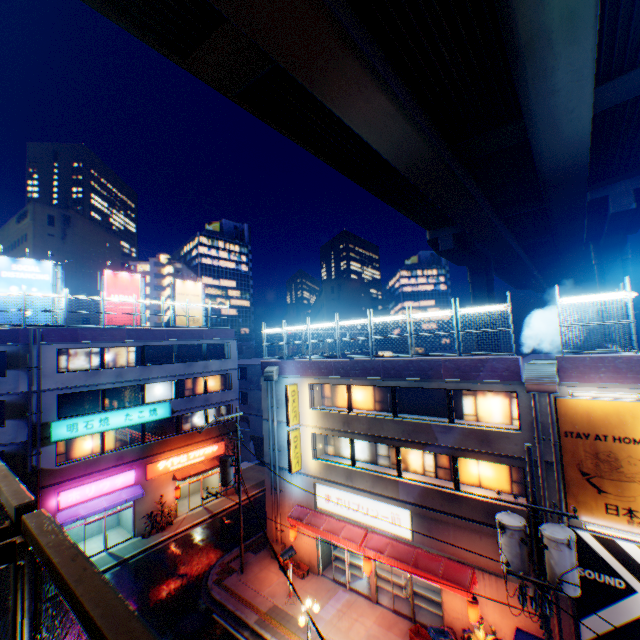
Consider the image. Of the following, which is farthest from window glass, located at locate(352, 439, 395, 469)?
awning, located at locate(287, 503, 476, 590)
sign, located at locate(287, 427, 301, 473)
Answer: awning, located at locate(287, 503, 476, 590)

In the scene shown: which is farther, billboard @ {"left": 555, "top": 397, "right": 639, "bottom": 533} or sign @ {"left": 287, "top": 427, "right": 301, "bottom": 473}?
sign @ {"left": 287, "top": 427, "right": 301, "bottom": 473}

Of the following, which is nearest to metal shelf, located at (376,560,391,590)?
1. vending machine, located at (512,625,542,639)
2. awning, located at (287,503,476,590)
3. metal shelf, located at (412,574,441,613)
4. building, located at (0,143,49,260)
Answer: metal shelf, located at (412,574,441,613)

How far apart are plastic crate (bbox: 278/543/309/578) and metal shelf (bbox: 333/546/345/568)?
1.59m

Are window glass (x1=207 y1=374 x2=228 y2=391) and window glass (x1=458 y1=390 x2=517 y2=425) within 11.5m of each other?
no

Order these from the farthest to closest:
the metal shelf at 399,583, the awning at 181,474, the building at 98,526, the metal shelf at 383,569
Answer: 1. the awning at 181,474
2. the building at 98,526
3. the metal shelf at 383,569
4. the metal shelf at 399,583

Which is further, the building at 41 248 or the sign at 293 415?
the building at 41 248

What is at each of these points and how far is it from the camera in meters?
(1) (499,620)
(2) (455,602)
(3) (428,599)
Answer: (1) building, 13.2
(2) building, 14.3
(3) metal shelf, 16.8
